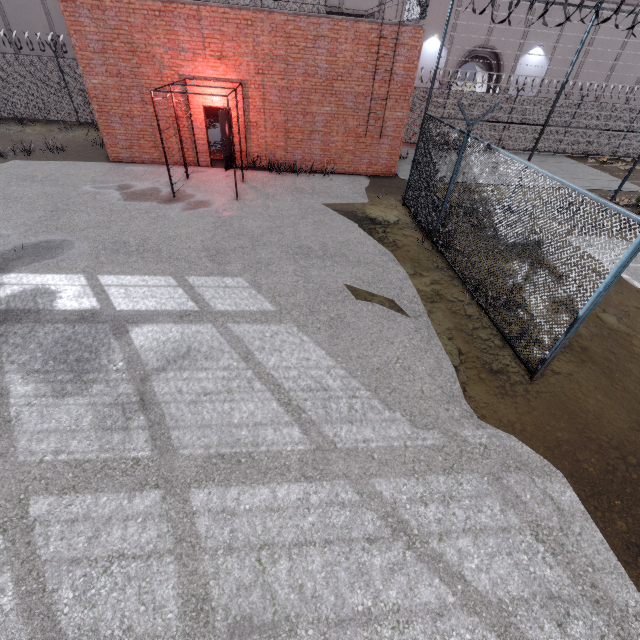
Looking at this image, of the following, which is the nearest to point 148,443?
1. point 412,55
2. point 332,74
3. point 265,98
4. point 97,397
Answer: point 97,397

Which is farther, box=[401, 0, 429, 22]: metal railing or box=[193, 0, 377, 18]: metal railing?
box=[401, 0, 429, 22]: metal railing

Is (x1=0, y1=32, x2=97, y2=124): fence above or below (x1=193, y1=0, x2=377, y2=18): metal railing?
below

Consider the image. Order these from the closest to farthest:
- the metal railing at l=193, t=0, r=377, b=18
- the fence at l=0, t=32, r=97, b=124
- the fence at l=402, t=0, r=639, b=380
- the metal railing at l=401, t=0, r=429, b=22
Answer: the fence at l=402, t=0, r=639, b=380
the metal railing at l=193, t=0, r=377, b=18
the metal railing at l=401, t=0, r=429, b=22
the fence at l=0, t=32, r=97, b=124

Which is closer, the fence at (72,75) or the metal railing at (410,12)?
the metal railing at (410,12)

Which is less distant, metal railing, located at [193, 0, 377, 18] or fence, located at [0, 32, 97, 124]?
metal railing, located at [193, 0, 377, 18]

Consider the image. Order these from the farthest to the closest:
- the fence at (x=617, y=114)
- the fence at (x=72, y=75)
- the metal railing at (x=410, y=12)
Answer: the fence at (x=72, y=75)
the metal railing at (x=410, y=12)
the fence at (x=617, y=114)
